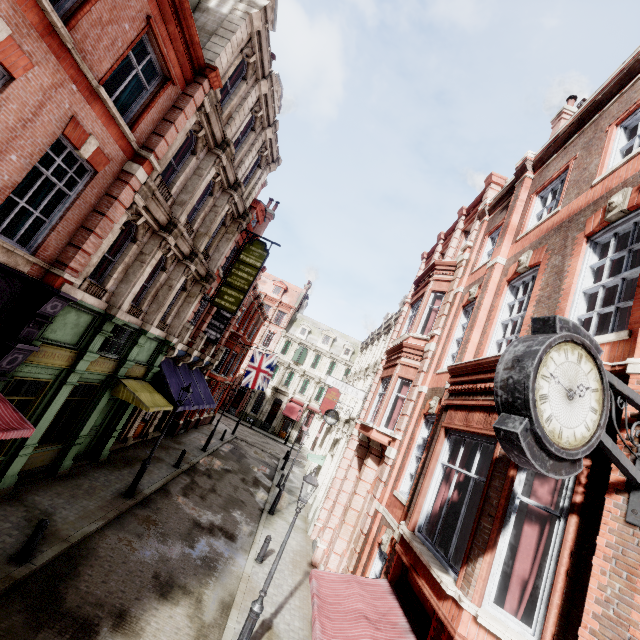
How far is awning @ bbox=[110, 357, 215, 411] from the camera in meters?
12.9

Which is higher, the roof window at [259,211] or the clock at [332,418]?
the roof window at [259,211]

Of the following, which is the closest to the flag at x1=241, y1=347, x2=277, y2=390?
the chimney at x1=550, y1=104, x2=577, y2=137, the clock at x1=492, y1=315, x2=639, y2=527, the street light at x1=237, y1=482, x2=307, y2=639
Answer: the street light at x1=237, y1=482, x2=307, y2=639

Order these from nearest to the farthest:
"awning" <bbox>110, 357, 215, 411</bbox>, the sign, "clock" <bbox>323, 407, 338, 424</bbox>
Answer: "awning" <bbox>110, 357, 215, 411</bbox>, the sign, "clock" <bbox>323, 407, 338, 424</bbox>

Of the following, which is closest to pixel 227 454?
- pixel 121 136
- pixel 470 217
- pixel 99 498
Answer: pixel 99 498

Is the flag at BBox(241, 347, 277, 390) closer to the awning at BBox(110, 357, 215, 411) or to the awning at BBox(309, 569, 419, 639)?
the awning at BBox(110, 357, 215, 411)

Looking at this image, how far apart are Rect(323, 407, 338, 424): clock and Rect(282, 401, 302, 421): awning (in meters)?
23.75

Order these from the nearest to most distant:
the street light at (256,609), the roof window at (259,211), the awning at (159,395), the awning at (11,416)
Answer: the awning at (11,416) → the street light at (256,609) → the awning at (159,395) → the roof window at (259,211)
